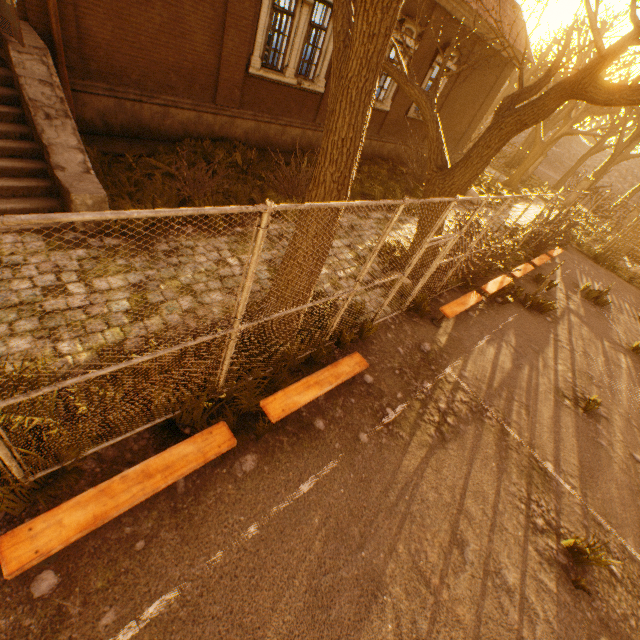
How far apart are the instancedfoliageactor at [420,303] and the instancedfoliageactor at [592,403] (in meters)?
4.18

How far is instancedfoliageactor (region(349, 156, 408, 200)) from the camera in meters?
11.7

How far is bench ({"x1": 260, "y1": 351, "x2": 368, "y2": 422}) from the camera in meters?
4.2

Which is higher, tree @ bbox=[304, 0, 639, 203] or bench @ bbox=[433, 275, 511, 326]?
tree @ bbox=[304, 0, 639, 203]

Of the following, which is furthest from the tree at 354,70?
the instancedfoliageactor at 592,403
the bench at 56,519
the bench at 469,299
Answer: the instancedfoliageactor at 592,403

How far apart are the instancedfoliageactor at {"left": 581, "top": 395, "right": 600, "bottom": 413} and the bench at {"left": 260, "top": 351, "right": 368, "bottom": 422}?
5.8 meters

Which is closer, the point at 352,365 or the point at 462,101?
the point at 352,365

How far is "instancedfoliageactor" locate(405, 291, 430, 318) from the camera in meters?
7.4 m
